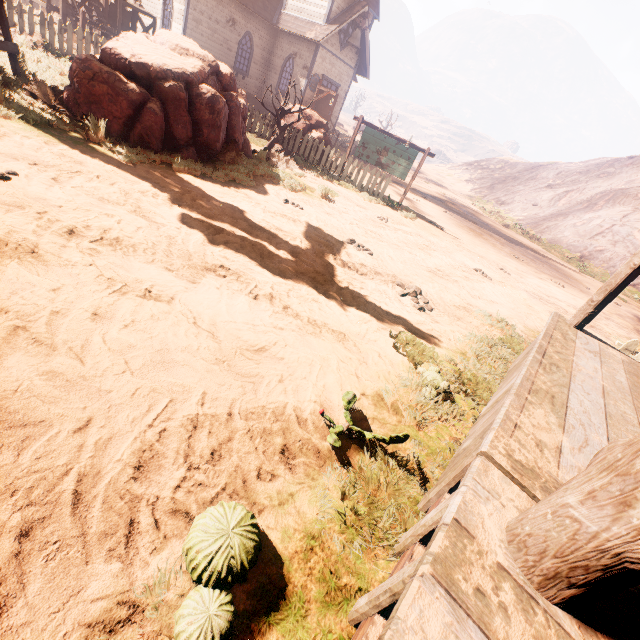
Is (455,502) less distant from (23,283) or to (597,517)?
(597,517)

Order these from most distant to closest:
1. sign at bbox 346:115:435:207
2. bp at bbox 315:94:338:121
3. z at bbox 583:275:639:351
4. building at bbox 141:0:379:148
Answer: bp at bbox 315:94:338:121
building at bbox 141:0:379:148
sign at bbox 346:115:435:207
z at bbox 583:275:639:351

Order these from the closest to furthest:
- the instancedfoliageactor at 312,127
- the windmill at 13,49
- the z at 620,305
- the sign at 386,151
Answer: the windmill at 13,49, the z at 620,305, the instancedfoliageactor at 312,127, the sign at 386,151

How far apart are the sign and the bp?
9.9m

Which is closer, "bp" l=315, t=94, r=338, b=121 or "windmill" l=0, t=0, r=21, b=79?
"windmill" l=0, t=0, r=21, b=79

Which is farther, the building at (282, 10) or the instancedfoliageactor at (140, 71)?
the building at (282, 10)

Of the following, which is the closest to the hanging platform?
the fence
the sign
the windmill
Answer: the windmill

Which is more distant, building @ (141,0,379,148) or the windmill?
building @ (141,0,379,148)
